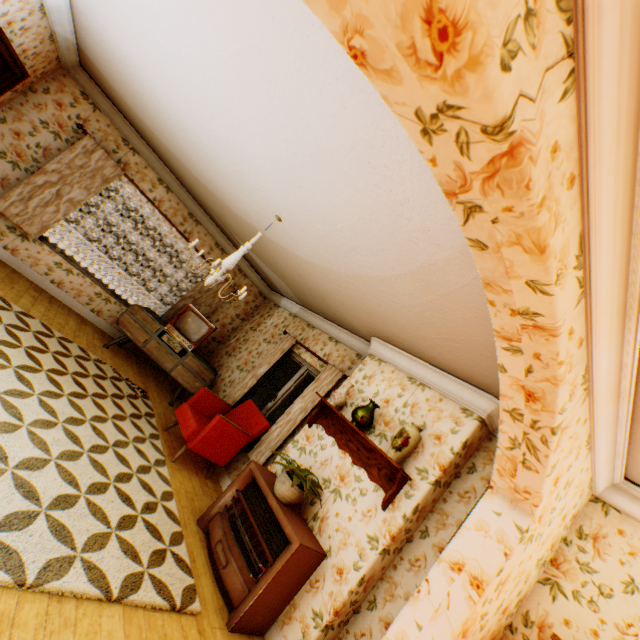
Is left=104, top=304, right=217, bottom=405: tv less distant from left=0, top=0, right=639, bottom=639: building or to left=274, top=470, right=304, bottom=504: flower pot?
left=0, top=0, right=639, bottom=639: building

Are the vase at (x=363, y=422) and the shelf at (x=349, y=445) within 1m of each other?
yes

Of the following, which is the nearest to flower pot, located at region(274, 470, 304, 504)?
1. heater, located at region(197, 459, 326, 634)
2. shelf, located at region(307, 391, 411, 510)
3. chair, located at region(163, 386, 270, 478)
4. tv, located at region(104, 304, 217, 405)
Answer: heater, located at region(197, 459, 326, 634)

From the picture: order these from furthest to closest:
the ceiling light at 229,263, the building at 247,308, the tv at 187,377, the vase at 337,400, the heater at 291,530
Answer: the tv at 187,377 → the vase at 337,400 → the ceiling light at 229,263 → the heater at 291,530 → the building at 247,308

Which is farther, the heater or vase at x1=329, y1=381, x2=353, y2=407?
vase at x1=329, y1=381, x2=353, y2=407

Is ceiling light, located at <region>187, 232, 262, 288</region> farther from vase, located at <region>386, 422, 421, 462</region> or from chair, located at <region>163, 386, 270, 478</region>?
vase, located at <region>386, 422, 421, 462</region>

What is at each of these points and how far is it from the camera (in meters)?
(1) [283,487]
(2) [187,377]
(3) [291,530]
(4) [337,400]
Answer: (1) flower pot, 3.41
(2) tv, 6.16
(3) heater, 3.05
(4) vase, 4.18

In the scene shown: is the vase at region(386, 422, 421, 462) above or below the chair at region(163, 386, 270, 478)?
above
